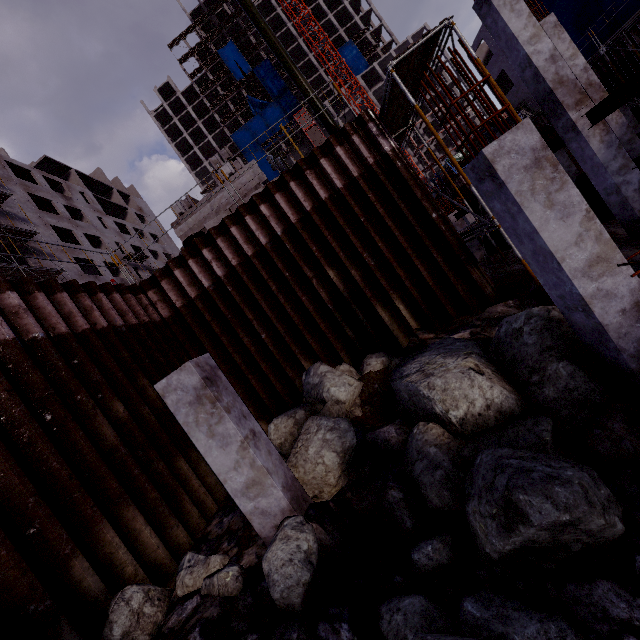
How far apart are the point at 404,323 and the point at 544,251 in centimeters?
486cm

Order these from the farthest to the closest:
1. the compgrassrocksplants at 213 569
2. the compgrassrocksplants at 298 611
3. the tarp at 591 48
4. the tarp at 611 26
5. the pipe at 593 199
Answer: the tarp at 591 48, the tarp at 611 26, the pipe at 593 199, the compgrassrocksplants at 213 569, the compgrassrocksplants at 298 611

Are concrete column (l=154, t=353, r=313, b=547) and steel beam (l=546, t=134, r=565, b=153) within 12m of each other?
yes

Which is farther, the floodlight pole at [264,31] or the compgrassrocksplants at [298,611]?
the floodlight pole at [264,31]

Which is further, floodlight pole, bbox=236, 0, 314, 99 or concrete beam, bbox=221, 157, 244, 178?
concrete beam, bbox=221, 157, 244, 178

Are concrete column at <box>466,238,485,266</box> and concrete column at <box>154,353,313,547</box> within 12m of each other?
no

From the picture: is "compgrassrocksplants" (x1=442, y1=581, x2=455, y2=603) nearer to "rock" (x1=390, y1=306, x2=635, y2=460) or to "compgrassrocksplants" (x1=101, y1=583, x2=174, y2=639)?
"rock" (x1=390, y1=306, x2=635, y2=460)

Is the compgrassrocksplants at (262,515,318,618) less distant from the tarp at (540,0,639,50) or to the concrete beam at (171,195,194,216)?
the concrete beam at (171,195,194,216)
